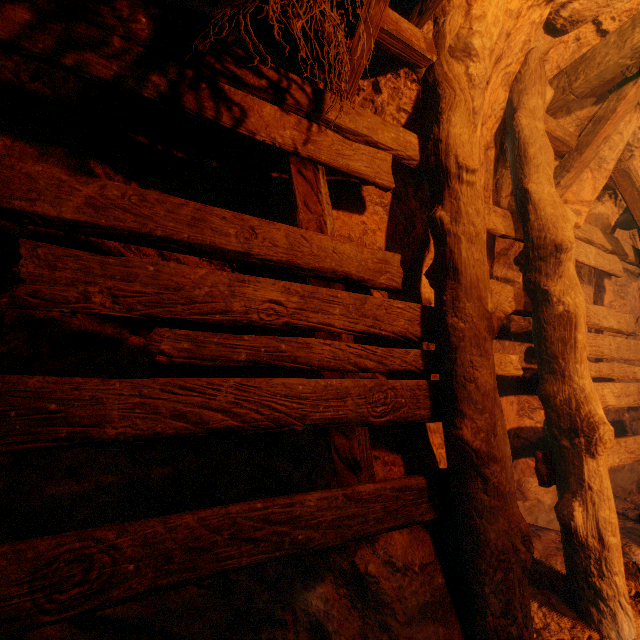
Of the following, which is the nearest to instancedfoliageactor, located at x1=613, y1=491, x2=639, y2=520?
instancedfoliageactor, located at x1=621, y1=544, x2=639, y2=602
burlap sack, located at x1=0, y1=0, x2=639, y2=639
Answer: burlap sack, located at x1=0, y1=0, x2=639, y2=639

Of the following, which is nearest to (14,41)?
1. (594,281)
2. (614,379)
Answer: (594,281)

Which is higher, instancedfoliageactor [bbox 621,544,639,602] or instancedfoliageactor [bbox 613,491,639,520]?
instancedfoliageactor [bbox 621,544,639,602]

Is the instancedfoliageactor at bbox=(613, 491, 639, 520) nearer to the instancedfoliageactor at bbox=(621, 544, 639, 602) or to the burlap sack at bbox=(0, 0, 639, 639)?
the burlap sack at bbox=(0, 0, 639, 639)

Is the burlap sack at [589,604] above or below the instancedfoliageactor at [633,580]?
above

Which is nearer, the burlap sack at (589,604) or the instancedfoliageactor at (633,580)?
the burlap sack at (589,604)

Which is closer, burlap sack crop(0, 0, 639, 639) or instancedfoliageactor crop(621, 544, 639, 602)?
burlap sack crop(0, 0, 639, 639)

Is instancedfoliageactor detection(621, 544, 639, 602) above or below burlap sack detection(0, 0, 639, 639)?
below
